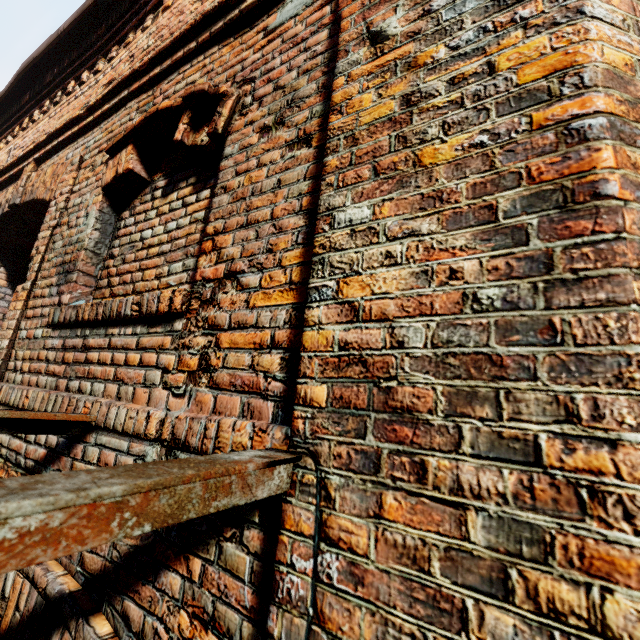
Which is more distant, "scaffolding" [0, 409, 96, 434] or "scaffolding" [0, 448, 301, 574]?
"scaffolding" [0, 409, 96, 434]

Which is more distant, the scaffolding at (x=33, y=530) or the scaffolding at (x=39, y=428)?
the scaffolding at (x=39, y=428)

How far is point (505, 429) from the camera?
0.67m
